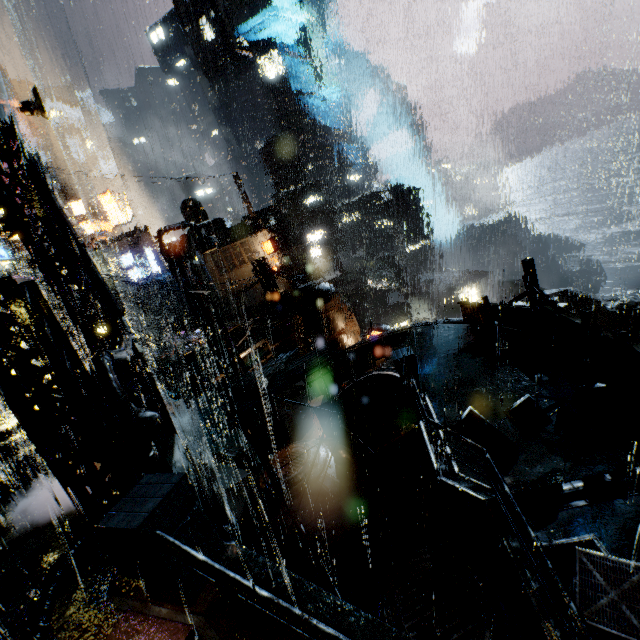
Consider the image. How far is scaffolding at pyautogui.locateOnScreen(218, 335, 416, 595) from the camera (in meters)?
8.58

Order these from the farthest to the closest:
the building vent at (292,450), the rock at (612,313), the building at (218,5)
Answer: the building at (218,5)
the rock at (612,313)
the building vent at (292,450)

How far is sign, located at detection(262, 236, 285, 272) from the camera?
35.56m

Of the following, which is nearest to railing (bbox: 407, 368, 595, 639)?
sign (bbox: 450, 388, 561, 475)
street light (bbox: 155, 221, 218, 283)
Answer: sign (bbox: 450, 388, 561, 475)

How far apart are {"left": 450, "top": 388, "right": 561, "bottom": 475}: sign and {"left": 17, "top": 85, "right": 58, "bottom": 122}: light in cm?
1345

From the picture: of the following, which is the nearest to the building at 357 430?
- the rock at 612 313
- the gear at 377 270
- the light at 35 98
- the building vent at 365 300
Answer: the light at 35 98

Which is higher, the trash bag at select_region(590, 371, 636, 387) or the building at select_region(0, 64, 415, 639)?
the building at select_region(0, 64, 415, 639)

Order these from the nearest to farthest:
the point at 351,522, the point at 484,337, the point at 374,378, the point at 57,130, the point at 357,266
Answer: the point at 351,522 → the point at 484,337 → the point at 374,378 → the point at 357,266 → the point at 57,130
